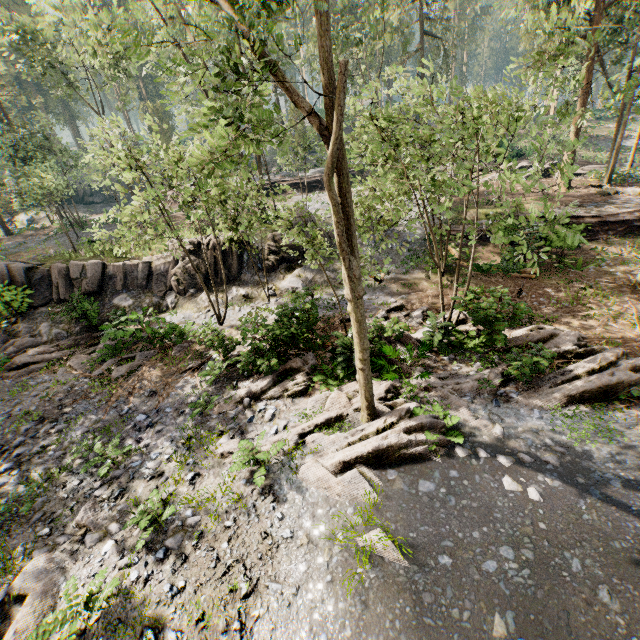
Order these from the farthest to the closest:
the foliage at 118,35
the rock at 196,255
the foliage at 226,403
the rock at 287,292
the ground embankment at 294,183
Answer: the ground embankment at 294,183 → the rock at 196,255 → the rock at 287,292 → the foliage at 226,403 → the foliage at 118,35

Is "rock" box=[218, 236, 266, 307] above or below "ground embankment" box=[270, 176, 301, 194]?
below

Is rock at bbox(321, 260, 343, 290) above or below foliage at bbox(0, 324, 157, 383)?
above

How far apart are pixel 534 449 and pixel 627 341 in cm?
695

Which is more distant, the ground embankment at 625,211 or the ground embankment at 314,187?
the ground embankment at 314,187

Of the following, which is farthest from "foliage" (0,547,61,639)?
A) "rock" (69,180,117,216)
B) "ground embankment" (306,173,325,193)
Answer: "rock" (69,180,117,216)

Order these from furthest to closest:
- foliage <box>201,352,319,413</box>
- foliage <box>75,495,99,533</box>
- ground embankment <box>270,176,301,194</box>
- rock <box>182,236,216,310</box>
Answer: ground embankment <box>270,176,301,194</box> → rock <box>182,236,216,310</box> → foliage <box>201,352,319,413</box> → foliage <box>75,495,99,533</box>

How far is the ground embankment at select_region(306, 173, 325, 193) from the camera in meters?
33.7
